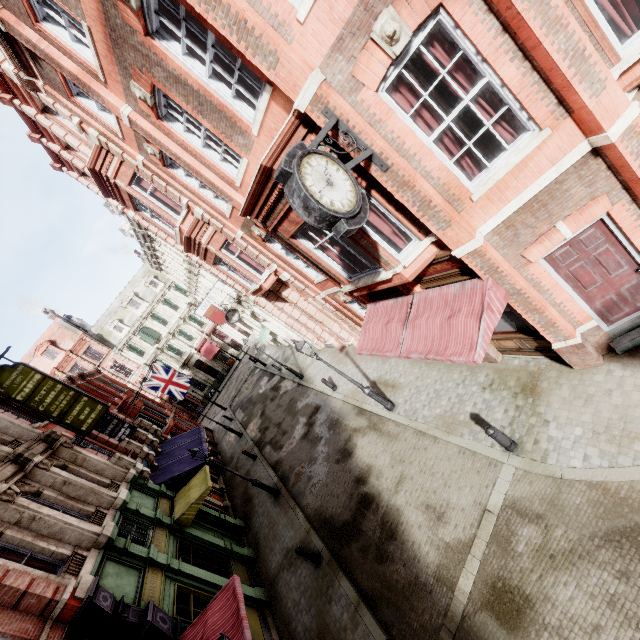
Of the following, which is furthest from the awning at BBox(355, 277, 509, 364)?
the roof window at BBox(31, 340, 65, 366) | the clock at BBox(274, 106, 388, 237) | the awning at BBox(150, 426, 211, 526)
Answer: the roof window at BBox(31, 340, 65, 366)

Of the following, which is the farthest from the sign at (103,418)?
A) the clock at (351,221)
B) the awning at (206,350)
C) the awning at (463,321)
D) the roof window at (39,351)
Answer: the roof window at (39,351)

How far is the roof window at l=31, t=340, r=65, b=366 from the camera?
39.6m

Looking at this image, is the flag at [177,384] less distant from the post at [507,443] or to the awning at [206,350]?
the awning at [206,350]

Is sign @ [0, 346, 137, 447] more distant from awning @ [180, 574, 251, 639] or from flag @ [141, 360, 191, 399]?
awning @ [180, 574, 251, 639]

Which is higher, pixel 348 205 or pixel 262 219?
pixel 262 219

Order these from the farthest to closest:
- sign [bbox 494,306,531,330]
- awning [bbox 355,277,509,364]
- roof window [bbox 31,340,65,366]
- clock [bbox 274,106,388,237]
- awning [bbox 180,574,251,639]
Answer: roof window [bbox 31,340,65,366] < sign [bbox 494,306,531,330] < awning [bbox 180,574,251,639] < awning [bbox 355,277,509,364] < clock [bbox 274,106,388,237]

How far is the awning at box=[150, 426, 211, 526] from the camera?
13.43m
